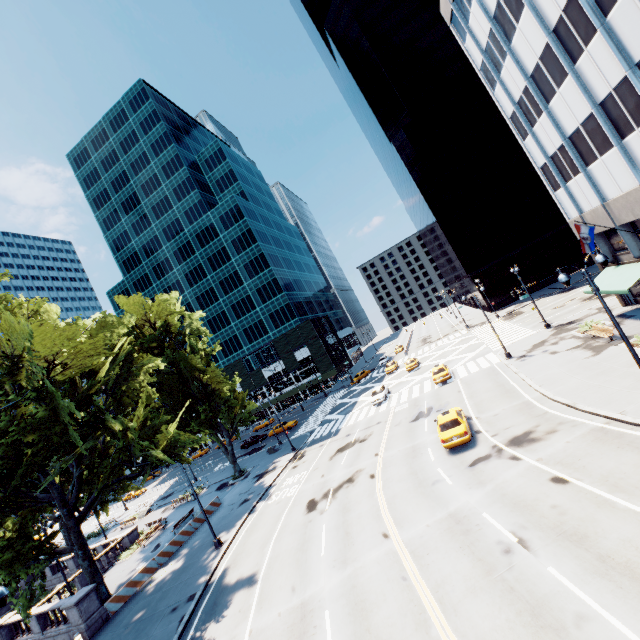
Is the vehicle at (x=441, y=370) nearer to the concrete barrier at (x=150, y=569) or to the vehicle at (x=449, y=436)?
the vehicle at (x=449, y=436)

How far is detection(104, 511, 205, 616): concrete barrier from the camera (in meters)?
21.48

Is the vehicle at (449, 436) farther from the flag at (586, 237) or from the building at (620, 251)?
the building at (620, 251)

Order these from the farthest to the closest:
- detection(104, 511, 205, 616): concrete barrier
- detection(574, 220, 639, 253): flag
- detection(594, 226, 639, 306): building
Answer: detection(594, 226, 639, 306): building → detection(574, 220, 639, 253): flag → detection(104, 511, 205, 616): concrete barrier

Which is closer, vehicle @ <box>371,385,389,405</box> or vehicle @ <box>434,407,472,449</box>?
vehicle @ <box>434,407,472,449</box>

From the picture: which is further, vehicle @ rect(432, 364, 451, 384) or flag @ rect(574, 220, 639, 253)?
vehicle @ rect(432, 364, 451, 384)

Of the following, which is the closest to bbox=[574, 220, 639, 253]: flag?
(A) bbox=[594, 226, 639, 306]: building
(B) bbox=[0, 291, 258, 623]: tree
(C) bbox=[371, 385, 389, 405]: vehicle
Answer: (A) bbox=[594, 226, 639, 306]: building

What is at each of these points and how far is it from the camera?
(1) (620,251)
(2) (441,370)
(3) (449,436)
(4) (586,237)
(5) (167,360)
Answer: (1) building, 25.69m
(2) vehicle, 34.50m
(3) vehicle, 19.53m
(4) flag, 22.28m
(5) tree, 39.19m
